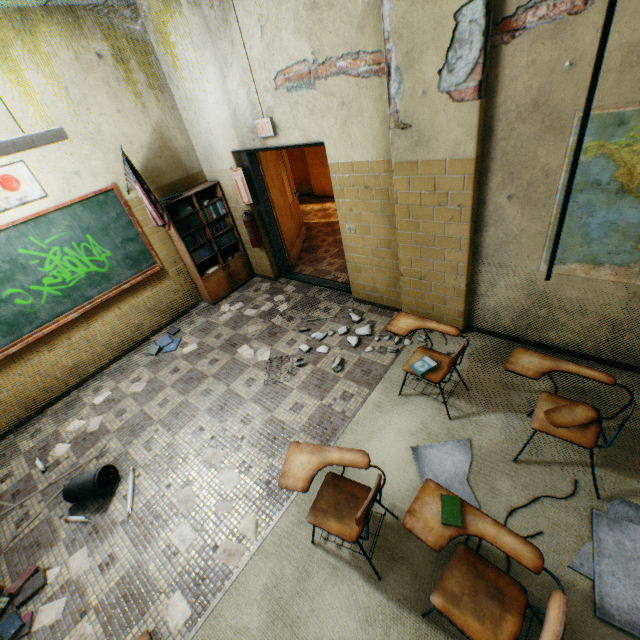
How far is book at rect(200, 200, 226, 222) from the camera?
5.19m

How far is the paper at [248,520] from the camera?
2.6m

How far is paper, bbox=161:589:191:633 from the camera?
2.3m

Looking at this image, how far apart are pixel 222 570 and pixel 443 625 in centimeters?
160cm

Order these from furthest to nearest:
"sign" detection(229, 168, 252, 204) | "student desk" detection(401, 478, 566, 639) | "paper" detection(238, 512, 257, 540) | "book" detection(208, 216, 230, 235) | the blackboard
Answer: "book" detection(208, 216, 230, 235) → "sign" detection(229, 168, 252, 204) → the blackboard → "paper" detection(238, 512, 257, 540) → "student desk" detection(401, 478, 566, 639)

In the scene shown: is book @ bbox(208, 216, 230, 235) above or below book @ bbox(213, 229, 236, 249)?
above

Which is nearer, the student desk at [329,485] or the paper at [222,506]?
the student desk at [329,485]

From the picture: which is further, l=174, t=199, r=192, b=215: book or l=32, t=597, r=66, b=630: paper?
l=174, t=199, r=192, b=215: book
